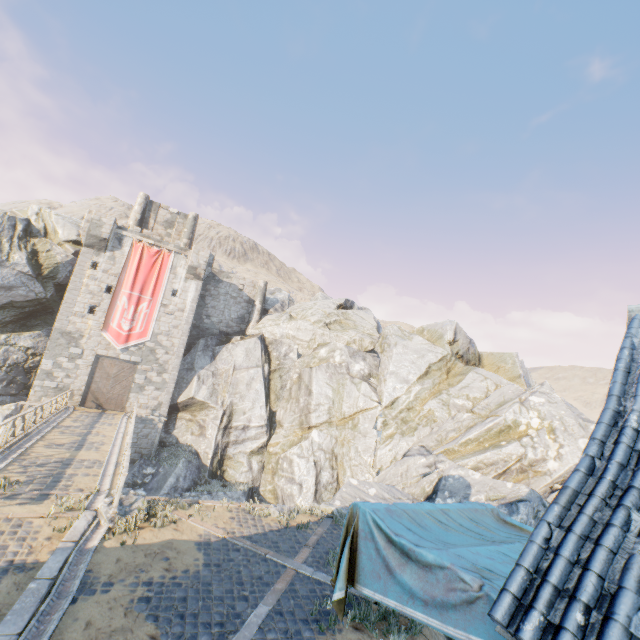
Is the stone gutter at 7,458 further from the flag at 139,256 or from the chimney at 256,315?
the chimney at 256,315

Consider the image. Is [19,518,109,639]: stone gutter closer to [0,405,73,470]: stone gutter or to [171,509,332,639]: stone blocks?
[171,509,332,639]: stone blocks

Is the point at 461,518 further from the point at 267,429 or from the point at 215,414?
the point at 215,414

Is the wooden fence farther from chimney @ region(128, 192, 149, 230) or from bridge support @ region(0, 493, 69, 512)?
chimney @ region(128, 192, 149, 230)

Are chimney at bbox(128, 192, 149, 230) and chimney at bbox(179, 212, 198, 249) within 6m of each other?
yes

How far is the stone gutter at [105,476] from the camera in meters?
9.8

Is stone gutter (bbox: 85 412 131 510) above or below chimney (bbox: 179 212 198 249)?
below

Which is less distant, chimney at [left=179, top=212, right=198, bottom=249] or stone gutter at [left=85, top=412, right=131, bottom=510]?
stone gutter at [left=85, top=412, right=131, bottom=510]
